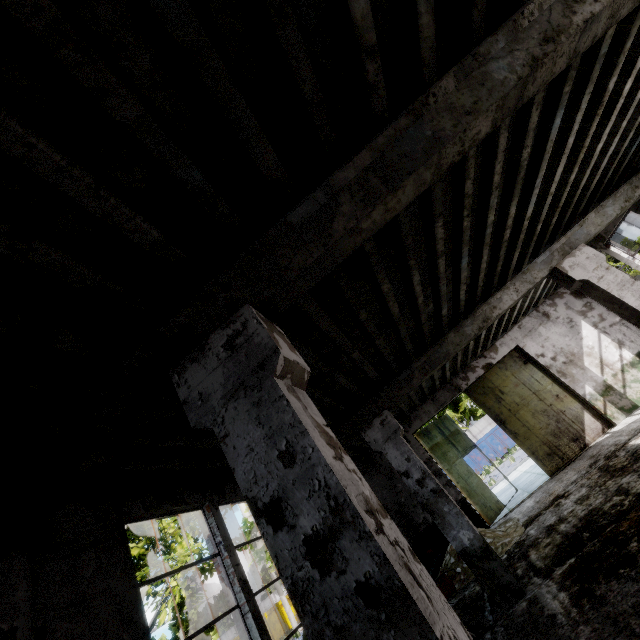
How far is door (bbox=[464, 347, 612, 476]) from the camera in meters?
11.2

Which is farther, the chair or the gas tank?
the gas tank

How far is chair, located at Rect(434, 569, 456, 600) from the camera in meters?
8.2

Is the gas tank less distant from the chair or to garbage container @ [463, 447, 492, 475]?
the chair

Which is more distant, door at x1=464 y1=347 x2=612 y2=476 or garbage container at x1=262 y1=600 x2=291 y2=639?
garbage container at x1=262 y1=600 x2=291 y2=639

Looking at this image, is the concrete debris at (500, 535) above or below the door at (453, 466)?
below

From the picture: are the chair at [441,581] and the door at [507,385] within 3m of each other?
no

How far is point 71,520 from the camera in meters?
3.7 m
